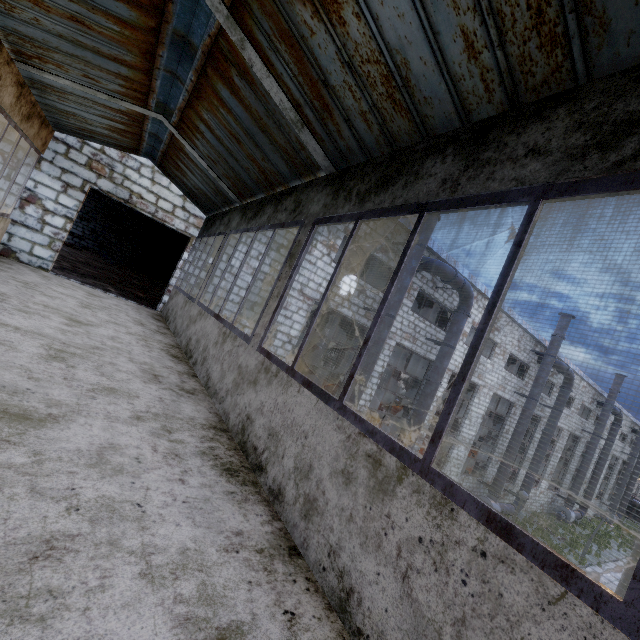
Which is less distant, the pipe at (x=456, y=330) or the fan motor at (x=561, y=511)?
the pipe at (x=456, y=330)

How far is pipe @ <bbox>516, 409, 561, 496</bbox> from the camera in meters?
20.8

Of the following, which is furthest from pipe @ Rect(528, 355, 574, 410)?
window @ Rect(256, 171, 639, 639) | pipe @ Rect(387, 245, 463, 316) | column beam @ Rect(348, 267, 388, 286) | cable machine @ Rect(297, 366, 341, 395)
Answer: window @ Rect(256, 171, 639, 639)

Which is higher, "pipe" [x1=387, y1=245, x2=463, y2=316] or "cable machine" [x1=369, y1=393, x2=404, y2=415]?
"pipe" [x1=387, y1=245, x2=463, y2=316]

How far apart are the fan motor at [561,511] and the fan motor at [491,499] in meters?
11.3

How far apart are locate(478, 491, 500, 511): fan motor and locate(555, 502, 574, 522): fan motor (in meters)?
11.26

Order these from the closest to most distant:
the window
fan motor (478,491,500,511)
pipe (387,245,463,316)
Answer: the window
pipe (387,245,463,316)
fan motor (478,491,500,511)

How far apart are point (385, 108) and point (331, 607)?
3.2 meters
